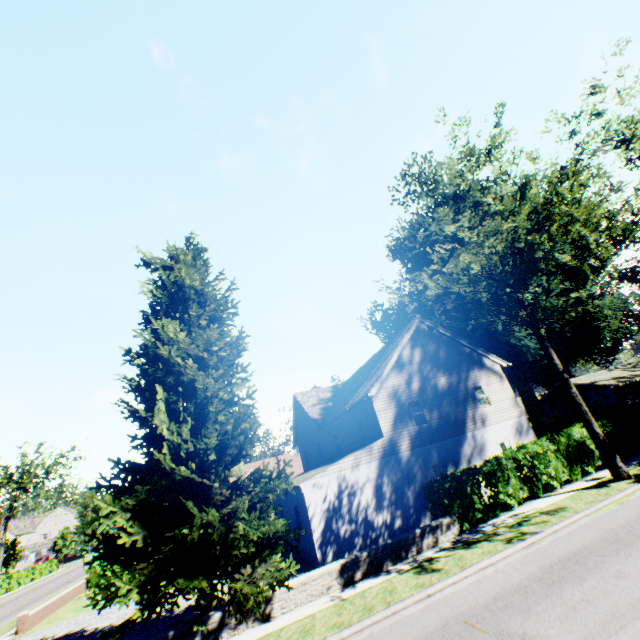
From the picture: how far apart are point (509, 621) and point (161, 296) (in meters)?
15.57

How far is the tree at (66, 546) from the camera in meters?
57.5 m

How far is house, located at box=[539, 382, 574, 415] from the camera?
42.56m

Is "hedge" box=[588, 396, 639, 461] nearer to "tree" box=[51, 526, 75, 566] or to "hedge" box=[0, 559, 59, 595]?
"tree" box=[51, 526, 75, 566]

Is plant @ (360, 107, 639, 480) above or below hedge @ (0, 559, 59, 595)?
above

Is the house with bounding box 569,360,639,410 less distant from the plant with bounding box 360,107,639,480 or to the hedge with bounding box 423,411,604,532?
the plant with bounding box 360,107,639,480

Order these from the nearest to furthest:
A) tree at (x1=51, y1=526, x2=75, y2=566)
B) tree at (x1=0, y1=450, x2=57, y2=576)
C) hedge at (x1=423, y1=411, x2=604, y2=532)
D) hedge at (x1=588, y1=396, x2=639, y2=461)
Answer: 1. hedge at (x1=423, y1=411, x2=604, y2=532)
2. hedge at (x1=588, y1=396, x2=639, y2=461)
3. tree at (x1=0, y1=450, x2=57, y2=576)
4. tree at (x1=51, y1=526, x2=75, y2=566)

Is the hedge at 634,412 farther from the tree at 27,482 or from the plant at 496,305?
the plant at 496,305
